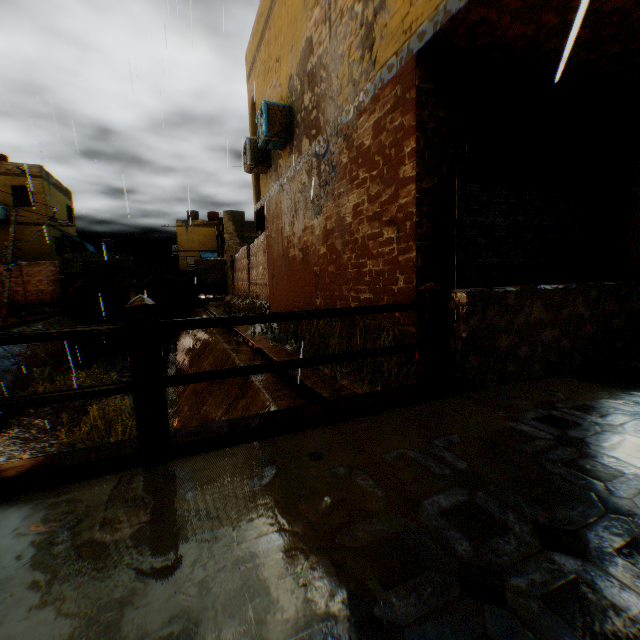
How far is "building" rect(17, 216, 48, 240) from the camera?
21.88m

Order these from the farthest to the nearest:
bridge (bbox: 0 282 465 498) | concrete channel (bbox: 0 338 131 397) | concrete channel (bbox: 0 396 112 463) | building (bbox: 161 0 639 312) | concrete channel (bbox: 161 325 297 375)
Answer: concrete channel (bbox: 0 338 131 397) → concrete channel (bbox: 0 396 112 463) → concrete channel (bbox: 161 325 297 375) → building (bbox: 161 0 639 312) → bridge (bbox: 0 282 465 498)

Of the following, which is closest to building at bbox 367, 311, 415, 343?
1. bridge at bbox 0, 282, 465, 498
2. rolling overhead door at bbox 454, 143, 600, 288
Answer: rolling overhead door at bbox 454, 143, 600, 288

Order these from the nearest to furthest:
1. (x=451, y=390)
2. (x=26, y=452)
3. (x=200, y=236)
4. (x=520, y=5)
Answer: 1. (x=451, y=390)
2. (x=520, y=5)
3. (x=26, y=452)
4. (x=200, y=236)

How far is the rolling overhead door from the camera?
4.7 meters

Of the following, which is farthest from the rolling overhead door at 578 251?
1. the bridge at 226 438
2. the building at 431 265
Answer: the bridge at 226 438

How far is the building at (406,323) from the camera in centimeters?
456cm

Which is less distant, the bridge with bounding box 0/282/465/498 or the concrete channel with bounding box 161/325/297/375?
the bridge with bounding box 0/282/465/498
